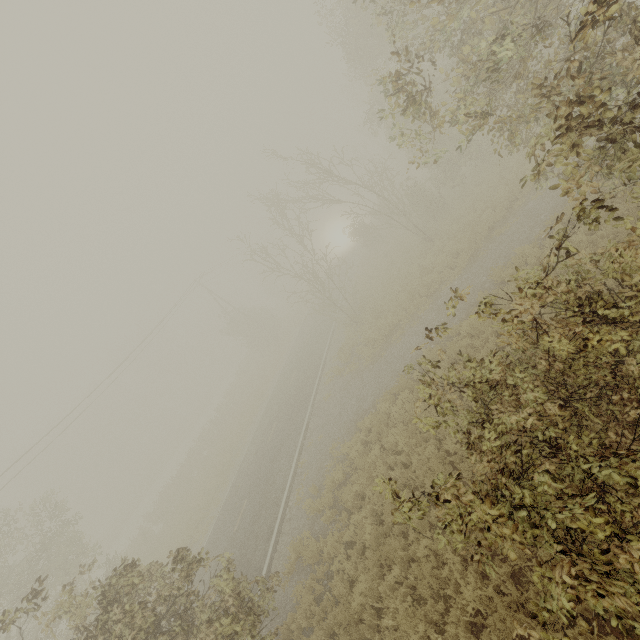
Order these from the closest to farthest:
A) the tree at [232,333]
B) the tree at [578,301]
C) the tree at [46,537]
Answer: the tree at [578,301] → the tree at [46,537] → the tree at [232,333]

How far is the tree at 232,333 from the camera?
27.9 meters

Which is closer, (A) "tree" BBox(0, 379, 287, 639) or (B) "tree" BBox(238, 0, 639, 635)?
(B) "tree" BBox(238, 0, 639, 635)

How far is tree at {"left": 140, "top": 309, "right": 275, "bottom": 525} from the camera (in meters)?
27.86

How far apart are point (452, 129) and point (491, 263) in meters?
17.8 m

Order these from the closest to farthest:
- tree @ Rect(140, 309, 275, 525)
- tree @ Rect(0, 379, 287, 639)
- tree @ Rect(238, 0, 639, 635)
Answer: tree @ Rect(238, 0, 639, 635)
tree @ Rect(0, 379, 287, 639)
tree @ Rect(140, 309, 275, 525)
